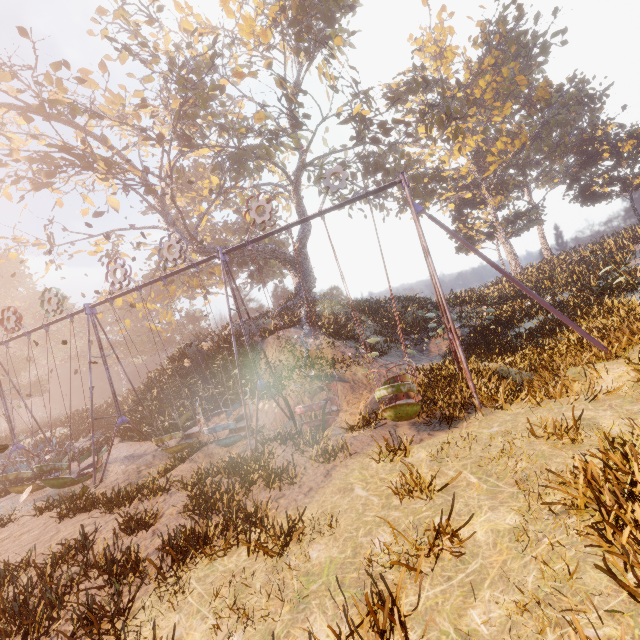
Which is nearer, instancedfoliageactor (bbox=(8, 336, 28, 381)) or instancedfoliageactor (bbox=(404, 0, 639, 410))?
instancedfoliageactor (bbox=(404, 0, 639, 410))

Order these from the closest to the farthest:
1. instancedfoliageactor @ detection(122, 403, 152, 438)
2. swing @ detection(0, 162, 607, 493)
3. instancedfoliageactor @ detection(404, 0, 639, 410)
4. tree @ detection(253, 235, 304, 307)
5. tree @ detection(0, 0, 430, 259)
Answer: swing @ detection(0, 162, 607, 493)
instancedfoliageactor @ detection(404, 0, 639, 410)
instancedfoliageactor @ detection(122, 403, 152, 438)
tree @ detection(0, 0, 430, 259)
tree @ detection(253, 235, 304, 307)

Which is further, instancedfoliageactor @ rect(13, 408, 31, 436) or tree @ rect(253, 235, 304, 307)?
instancedfoliageactor @ rect(13, 408, 31, 436)

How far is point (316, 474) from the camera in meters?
6.6

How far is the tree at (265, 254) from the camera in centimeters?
2454cm

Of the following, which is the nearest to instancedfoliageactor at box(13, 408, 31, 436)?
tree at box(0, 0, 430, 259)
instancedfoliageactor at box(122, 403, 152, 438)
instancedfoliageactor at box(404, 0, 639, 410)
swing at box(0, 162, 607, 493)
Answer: tree at box(0, 0, 430, 259)

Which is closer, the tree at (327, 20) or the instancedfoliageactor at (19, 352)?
the tree at (327, 20)

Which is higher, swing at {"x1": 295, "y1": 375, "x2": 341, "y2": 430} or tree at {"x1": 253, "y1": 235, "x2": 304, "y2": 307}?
tree at {"x1": 253, "y1": 235, "x2": 304, "y2": 307}
